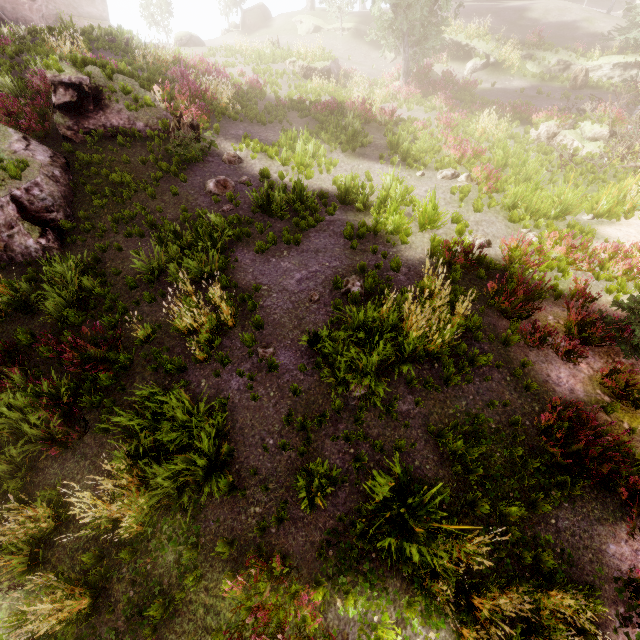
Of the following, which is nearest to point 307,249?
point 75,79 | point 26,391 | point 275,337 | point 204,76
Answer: point 275,337

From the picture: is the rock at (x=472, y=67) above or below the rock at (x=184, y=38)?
below

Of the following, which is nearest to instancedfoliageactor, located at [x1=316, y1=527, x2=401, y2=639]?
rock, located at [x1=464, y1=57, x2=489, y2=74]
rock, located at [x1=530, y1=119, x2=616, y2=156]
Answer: rock, located at [x1=530, y1=119, x2=616, y2=156]

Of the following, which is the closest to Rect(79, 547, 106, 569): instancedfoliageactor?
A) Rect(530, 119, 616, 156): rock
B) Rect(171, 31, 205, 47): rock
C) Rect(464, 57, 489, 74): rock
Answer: Rect(530, 119, 616, 156): rock

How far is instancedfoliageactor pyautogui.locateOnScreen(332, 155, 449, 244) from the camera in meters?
9.7

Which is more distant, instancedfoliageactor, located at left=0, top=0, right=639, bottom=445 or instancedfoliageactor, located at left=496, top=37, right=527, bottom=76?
instancedfoliageactor, located at left=496, top=37, right=527, bottom=76

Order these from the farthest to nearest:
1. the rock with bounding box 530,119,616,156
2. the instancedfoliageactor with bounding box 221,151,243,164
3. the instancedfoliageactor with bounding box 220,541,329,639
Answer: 1. the rock with bounding box 530,119,616,156
2. the instancedfoliageactor with bounding box 221,151,243,164
3. the instancedfoliageactor with bounding box 220,541,329,639

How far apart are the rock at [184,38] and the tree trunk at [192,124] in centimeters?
2436cm
